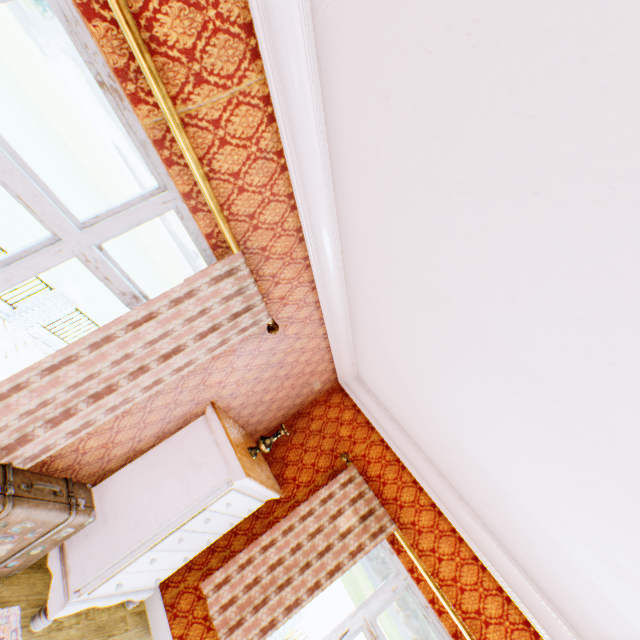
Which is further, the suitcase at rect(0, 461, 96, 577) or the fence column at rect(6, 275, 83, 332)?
the fence column at rect(6, 275, 83, 332)

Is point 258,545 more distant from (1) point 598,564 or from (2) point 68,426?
(1) point 598,564

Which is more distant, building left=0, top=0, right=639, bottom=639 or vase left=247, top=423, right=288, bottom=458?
vase left=247, top=423, right=288, bottom=458

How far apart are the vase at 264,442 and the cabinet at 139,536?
0.3m

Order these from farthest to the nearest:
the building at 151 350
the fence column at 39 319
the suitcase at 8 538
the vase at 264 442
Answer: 1. the fence column at 39 319
2. the vase at 264 442
3. the suitcase at 8 538
4. the building at 151 350

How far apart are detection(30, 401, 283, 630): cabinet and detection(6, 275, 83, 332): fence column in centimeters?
1043cm

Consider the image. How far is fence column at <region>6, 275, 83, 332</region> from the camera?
10.4m

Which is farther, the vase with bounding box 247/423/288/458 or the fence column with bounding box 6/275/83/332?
the fence column with bounding box 6/275/83/332
